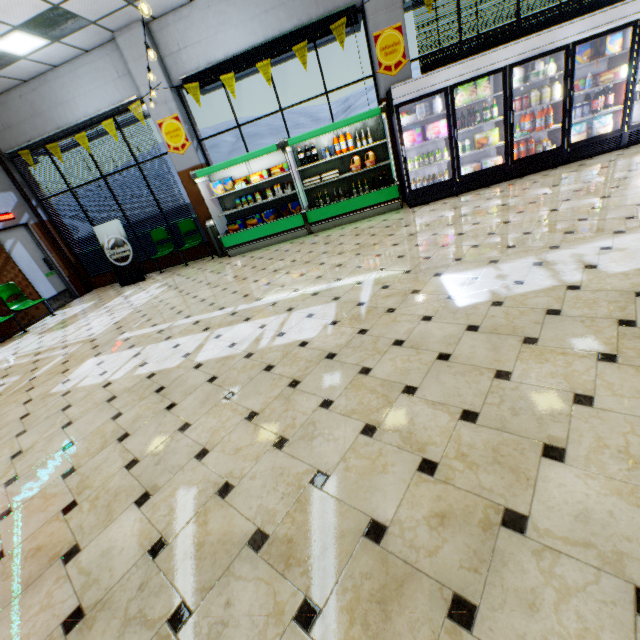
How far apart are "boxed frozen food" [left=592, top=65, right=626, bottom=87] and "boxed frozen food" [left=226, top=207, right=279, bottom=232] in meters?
7.1

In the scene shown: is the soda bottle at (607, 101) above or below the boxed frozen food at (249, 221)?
above

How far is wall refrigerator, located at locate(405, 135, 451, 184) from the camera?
6.6m

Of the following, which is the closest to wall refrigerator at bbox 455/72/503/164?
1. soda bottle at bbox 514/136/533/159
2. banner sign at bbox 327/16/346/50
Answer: soda bottle at bbox 514/136/533/159

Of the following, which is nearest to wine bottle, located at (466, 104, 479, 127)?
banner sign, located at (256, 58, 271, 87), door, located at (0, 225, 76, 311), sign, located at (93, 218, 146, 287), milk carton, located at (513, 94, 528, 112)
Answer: milk carton, located at (513, 94, 528, 112)

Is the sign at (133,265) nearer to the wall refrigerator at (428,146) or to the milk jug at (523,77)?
the wall refrigerator at (428,146)

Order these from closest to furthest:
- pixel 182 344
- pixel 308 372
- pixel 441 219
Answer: pixel 308 372 < pixel 182 344 < pixel 441 219

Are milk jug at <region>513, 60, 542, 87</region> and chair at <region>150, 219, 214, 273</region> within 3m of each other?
no
